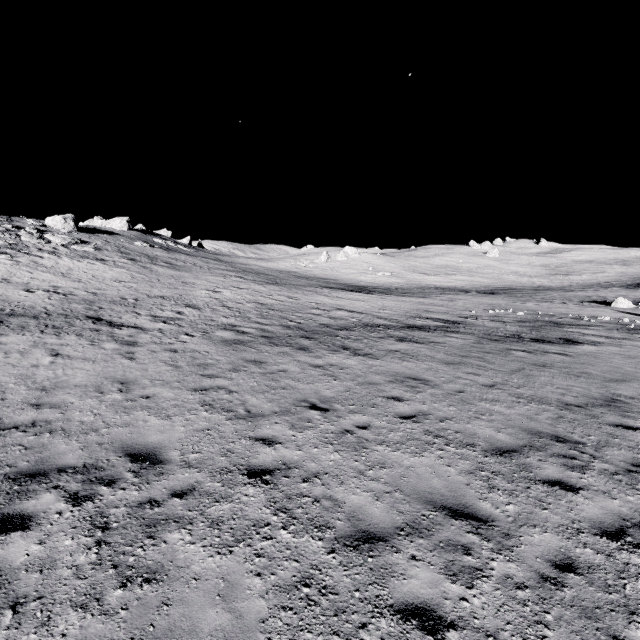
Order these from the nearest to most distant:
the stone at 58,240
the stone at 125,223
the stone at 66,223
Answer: the stone at 58,240, the stone at 66,223, the stone at 125,223

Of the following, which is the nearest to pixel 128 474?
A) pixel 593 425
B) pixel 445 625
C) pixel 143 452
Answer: pixel 143 452

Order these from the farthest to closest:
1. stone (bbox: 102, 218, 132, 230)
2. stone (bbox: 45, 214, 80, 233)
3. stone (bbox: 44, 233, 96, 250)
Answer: stone (bbox: 102, 218, 132, 230) < stone (bbox: 45, 214, 80, 233) < stone (bbox: 44, 233, 96, 250)

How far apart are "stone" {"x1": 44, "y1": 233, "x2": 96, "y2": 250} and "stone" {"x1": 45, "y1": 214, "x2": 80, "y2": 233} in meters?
6.1 m

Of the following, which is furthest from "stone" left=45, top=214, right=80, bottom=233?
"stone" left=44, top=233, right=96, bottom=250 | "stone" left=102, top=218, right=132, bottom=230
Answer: "stone" left=102, top=218, right=132, bottom=230

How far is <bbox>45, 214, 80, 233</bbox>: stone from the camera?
40.1 meters

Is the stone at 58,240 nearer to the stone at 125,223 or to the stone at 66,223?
the stone at 66,223

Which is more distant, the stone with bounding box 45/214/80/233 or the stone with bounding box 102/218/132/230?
the stone with bounding box 102/218/132/230
